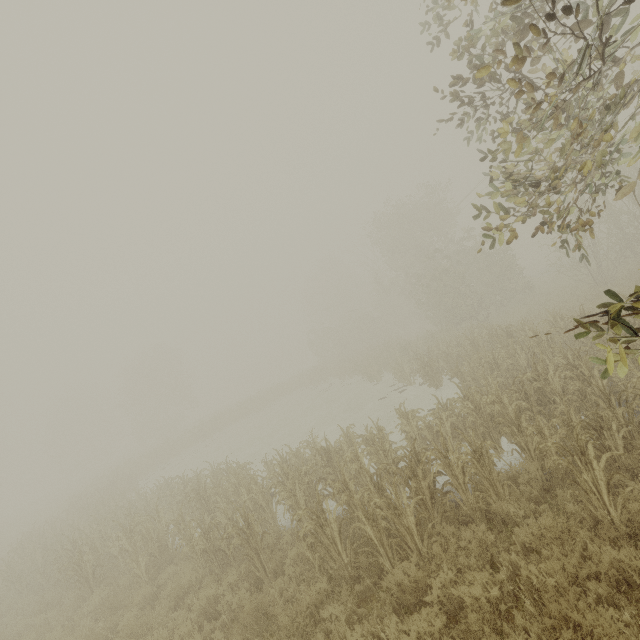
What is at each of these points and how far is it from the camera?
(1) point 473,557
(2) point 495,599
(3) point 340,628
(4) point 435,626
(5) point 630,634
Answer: (1) tree, 5.3 meters
(2) tree, 4.7 meters
(3) tree, 5.1 meters
(4) tree, 4.4 meters
(5) tree, 3.6 meters

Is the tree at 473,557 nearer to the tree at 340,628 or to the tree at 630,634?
the tree at 340,628

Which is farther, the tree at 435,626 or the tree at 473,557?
the tree at 473,557

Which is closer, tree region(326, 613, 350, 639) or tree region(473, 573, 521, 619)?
tree region(473, 573, 521, 619)

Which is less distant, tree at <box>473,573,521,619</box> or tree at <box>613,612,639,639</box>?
tree at <box>613,612,639,639</box>

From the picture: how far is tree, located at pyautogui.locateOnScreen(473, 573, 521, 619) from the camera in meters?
4.4
